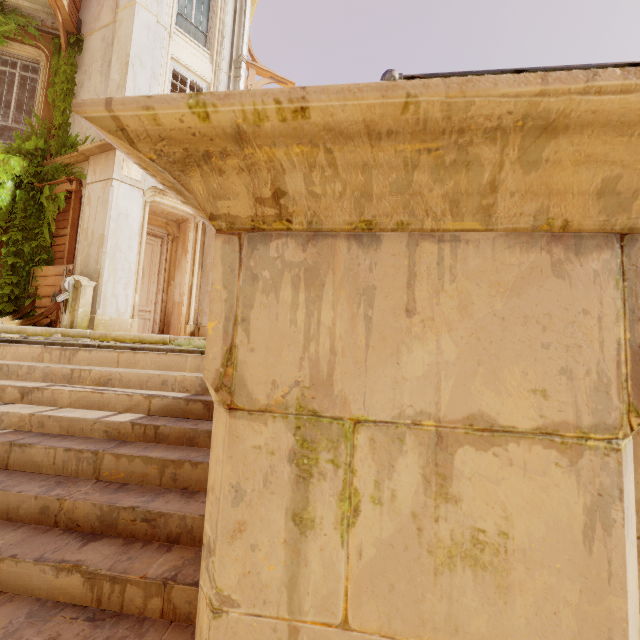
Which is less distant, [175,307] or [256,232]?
[256,232]

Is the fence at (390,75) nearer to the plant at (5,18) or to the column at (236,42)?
the column at (236,42)

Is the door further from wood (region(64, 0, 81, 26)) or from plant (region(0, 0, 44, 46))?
wood (region(64, 0, 81, 26))

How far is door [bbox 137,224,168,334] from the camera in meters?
10.6

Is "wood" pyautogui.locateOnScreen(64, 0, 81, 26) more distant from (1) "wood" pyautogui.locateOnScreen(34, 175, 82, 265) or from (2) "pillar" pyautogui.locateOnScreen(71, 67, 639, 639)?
(2) "pillar" pyautogui.locateOnScreen(71, 67, 639, 639)

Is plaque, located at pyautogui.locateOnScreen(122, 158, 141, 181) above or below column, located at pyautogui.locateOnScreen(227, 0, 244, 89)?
below

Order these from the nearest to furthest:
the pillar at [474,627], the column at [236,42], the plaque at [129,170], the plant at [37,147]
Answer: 1. the pillar at [474,627]
2. the plaque at [129,170]
3. the plant at [37,147]
4. the column at [236,42]

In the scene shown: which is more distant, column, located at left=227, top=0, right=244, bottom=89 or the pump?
column, located at left=227, top=0, right=244, bottom=89
